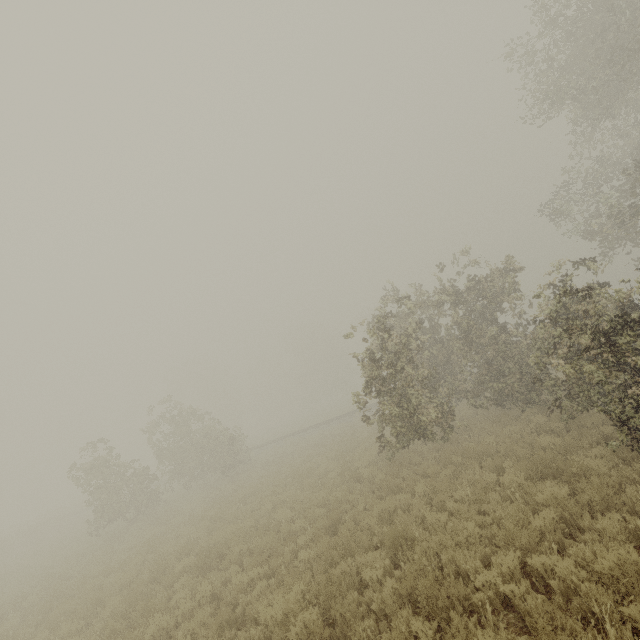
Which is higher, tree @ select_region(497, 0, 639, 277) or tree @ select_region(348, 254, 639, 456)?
tree @ select_region(497, 0, 639, 277)

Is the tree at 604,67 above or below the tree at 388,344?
above

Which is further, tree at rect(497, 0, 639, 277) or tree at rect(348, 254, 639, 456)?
tree at rect(497, 0, 639, 277)

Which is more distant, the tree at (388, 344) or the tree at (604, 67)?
the tree at (604, 67)

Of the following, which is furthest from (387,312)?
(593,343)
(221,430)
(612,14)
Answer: (221,430)
